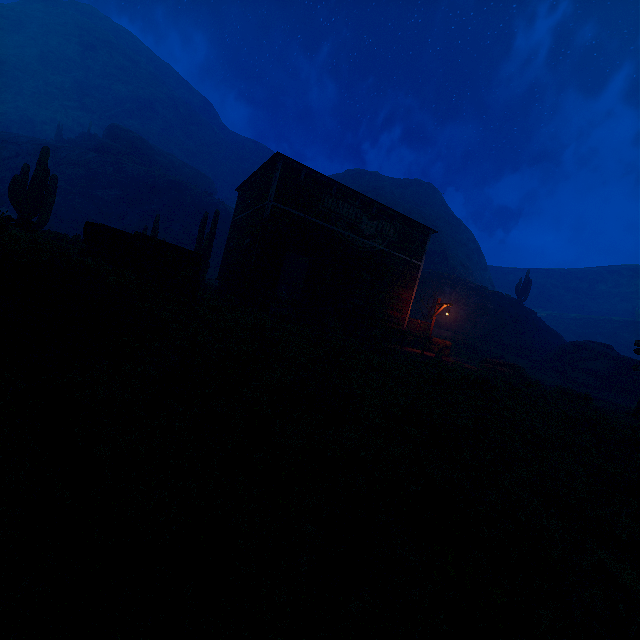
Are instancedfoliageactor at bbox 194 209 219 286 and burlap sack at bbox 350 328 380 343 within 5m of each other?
no

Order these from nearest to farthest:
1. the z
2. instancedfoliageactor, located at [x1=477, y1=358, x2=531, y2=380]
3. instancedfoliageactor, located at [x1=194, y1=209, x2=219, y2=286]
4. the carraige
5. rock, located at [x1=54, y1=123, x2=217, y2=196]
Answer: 1. the z
2. the carraige
3. instancedfoliageactor, located at [x1=477, y1=358, x2=531, y2=380]
4. instancedfoliageactor, located at [x1=194, y1=209, x2=219, y2=286]
5. rock, located at [x1=54, y1=123, x2=217, y2=196]

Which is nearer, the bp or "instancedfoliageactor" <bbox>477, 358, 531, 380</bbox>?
the bp

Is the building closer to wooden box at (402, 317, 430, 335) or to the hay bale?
wooden box at (402, 317, 430, 335)

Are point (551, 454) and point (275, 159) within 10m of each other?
no

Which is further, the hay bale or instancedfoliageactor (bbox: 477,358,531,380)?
the hay bale

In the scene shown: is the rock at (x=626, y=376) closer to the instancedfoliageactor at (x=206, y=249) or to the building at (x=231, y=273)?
the building at (x=231, y=273)

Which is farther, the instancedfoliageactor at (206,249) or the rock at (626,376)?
the rock at (626,376)
